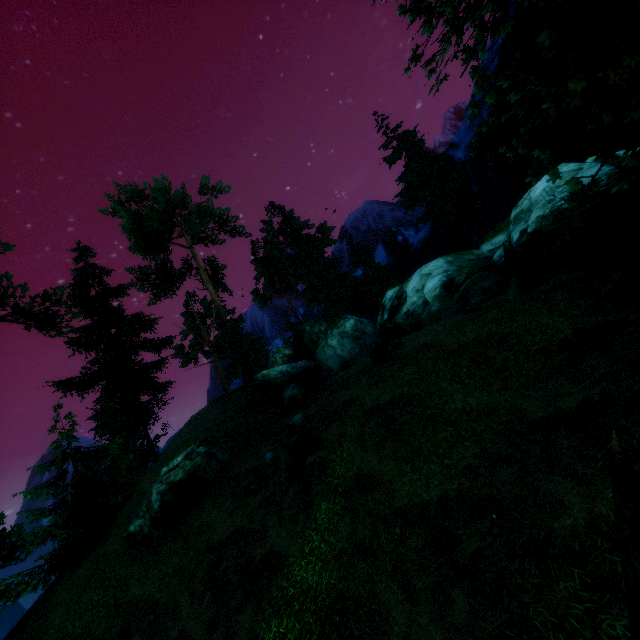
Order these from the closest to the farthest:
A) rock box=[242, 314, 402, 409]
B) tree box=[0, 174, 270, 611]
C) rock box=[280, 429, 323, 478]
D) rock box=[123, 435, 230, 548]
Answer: rock box=[280, 429, 323, 478] < rock box=[123, 435, 230, 548] < tree box=[0, 174, 270, 611] < rock box=[242, 314, 402, 409]

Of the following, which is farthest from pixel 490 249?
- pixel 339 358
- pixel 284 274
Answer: pixel 284 274

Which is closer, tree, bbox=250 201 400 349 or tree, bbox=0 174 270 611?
tree, bbox=0 174 270 611

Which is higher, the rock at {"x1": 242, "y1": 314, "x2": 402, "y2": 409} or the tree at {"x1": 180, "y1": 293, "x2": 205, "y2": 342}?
the tree at {"x1": 180, "y1": 293, "x2": 205, "y2": 342}

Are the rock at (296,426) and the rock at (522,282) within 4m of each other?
no

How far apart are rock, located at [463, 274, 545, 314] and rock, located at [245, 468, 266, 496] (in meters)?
11.38

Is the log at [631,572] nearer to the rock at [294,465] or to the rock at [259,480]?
the rock at [294,465]

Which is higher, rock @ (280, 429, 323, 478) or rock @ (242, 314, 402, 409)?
rock @ (242, 314, 402, 409)
